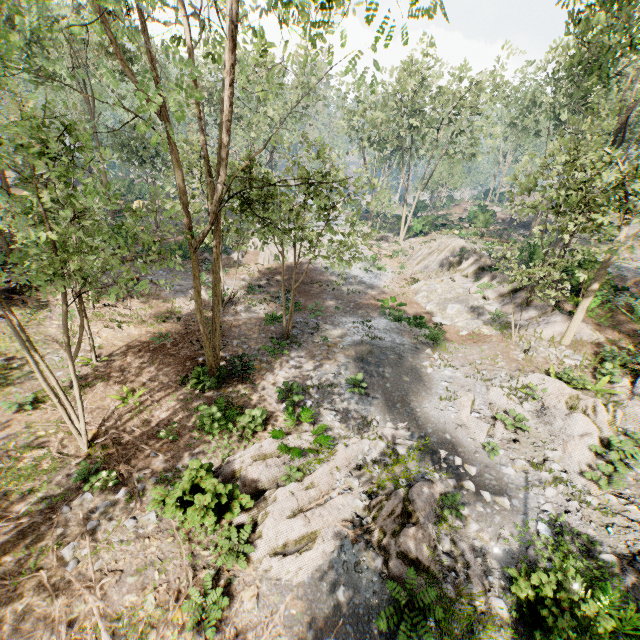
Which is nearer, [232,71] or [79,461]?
[232,71]

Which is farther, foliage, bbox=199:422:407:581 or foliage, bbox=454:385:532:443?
foliage, bbox=454:385:532:443

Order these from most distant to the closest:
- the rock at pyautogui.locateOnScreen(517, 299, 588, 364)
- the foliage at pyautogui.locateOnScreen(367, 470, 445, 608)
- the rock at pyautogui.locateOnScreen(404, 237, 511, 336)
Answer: the rock at pyautogui.locateOnScreen(404, 237, 511, 336) → the rock at pyautogui.locateOnScreen(517, 299, 588, 364) → the foliage at pyautogui.locateOnScreen(367, 470, 445, 608)

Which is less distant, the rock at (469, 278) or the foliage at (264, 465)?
the foliage at (264, 465)

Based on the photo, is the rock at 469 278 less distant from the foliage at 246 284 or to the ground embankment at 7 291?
the foliage at 246 284

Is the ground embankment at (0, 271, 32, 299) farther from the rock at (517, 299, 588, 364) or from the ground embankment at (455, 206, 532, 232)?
the ground embankment at (455, 206, 532, 232)

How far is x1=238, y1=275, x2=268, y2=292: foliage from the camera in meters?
22.7 m

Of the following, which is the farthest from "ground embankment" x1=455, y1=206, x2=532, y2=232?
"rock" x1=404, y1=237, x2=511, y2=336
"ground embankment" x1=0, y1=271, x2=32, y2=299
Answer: "ground embankment" x1=0, y1=271, x2=32, y2=299
